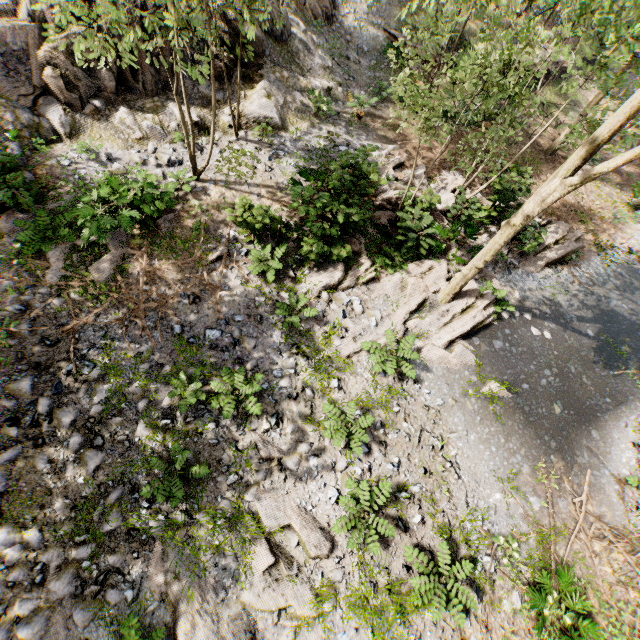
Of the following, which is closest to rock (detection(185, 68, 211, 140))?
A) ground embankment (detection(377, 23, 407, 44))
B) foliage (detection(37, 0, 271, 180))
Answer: foliage (detection(37, 0, 271, 180))

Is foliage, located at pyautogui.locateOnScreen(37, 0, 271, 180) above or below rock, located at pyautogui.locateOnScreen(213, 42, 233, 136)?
above

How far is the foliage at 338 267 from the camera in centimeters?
1008cm

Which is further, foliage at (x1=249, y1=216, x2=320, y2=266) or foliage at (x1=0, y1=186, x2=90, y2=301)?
foliage at (x1=249, y1=216, x2=320, y2=266)

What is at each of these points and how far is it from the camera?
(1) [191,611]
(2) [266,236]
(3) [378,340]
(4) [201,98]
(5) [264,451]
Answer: (1) foliage, 6.05m
(2) foliage, 10.91m
(3) foliage, 10.09m
(4) rock, 12.94m
(5) foliage, 7.68m

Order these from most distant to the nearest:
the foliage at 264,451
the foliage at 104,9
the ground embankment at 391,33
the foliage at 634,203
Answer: the ground embankment at 391,33
the foliage at 634,203
the foliage at 264,451
the foliage at 104,9

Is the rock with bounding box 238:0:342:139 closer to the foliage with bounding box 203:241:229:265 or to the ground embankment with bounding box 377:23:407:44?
the foliage with bounding box 203:241:229:265
